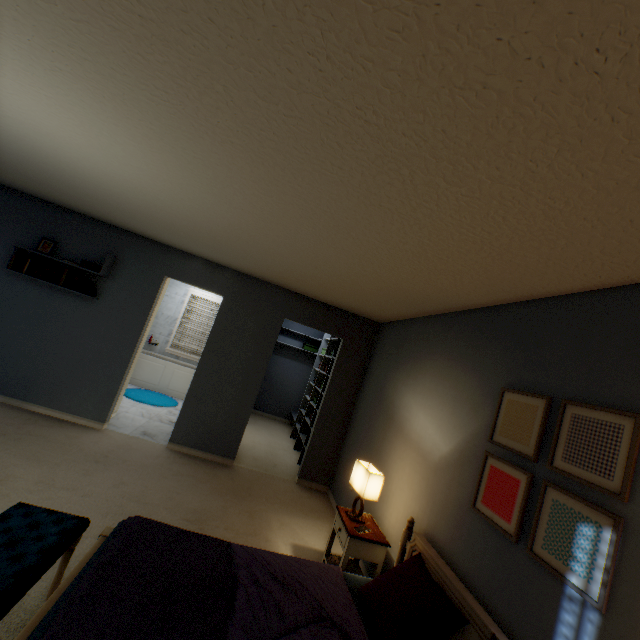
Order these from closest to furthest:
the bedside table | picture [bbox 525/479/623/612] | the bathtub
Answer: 1. picture [bbox 525/479/623/612]
2. the bedside table
3. the bathtub

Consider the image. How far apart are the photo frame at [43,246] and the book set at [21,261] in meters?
0.1

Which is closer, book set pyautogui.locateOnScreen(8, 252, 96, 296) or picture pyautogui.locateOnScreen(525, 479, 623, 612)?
picture pyautogui.locateOnScreen(525, 479, 623, 612)

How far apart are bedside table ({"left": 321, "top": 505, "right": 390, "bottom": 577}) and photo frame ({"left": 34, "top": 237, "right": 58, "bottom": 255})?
4.42m

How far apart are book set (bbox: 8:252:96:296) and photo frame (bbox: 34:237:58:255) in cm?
12

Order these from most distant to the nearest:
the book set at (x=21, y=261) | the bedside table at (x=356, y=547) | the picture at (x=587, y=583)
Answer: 1. the book set at (x=21, y=261)
2. the bedside table at (x=356, y=547)
3. the picture at (x=587, y=583)

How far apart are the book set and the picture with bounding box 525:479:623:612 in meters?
4.5 m

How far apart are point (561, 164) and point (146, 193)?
2.69m
